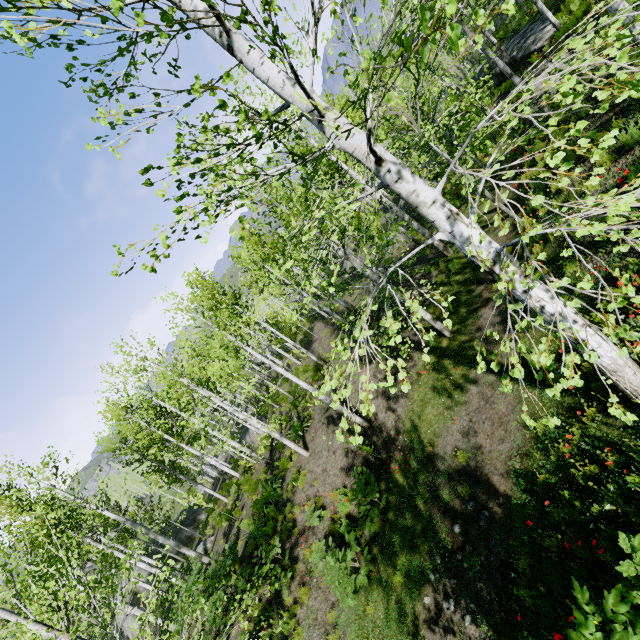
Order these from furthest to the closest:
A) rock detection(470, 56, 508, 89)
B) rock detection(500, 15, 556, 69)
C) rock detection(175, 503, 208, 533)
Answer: rock detection(175, 503, 208, 533), rock detection(470, 56, 508, 89), rock detection(500, 15, 556, 69)

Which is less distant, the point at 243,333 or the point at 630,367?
the point at 630,367

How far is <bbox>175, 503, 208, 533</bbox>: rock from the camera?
28.6m

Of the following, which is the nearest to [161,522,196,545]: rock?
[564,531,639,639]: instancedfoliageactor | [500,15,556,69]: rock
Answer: [564,531,639,639]: instancedfoliageactor

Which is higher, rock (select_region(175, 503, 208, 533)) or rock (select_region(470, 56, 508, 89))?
rock (select_region(470, 56, 508, 89))

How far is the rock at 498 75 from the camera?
20.12m

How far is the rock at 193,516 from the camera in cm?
2862

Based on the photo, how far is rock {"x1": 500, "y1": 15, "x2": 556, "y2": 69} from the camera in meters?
15.8 m
